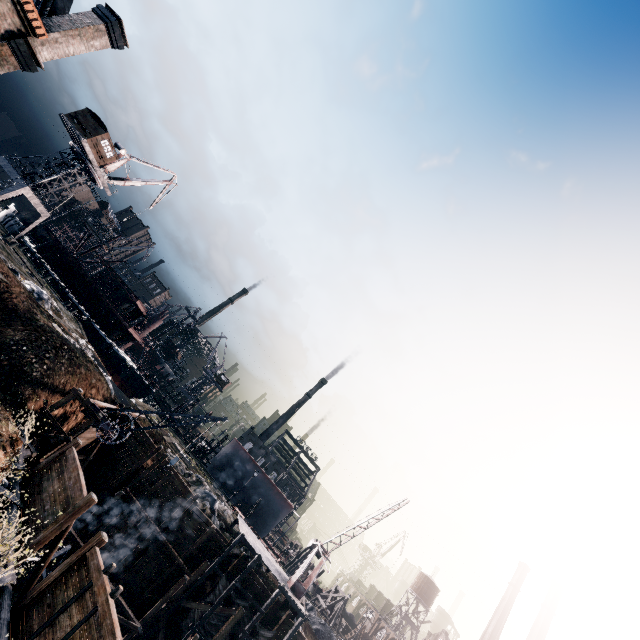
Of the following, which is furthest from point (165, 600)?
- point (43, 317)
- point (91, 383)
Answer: point (43, 317)

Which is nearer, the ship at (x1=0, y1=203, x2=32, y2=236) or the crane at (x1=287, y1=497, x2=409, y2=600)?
the crane at (x1=287, y1=497, x2=409, y2=600)

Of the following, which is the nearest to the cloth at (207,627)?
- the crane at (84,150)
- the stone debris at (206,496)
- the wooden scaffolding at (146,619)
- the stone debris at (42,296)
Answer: the wooden scaffolding at (146,619)

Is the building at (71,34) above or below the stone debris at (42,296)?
above

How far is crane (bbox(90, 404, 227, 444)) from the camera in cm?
2116

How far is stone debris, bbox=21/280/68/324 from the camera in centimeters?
2800cm

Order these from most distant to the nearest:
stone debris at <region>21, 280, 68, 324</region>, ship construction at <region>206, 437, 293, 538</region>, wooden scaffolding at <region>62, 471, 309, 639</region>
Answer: ship construction at <region>206, 437, 293, 538</region> → stone debris at <region>21, 280, 68, 324</region> → wooden scaffolding at <region>62, 471, 309, 639</region>

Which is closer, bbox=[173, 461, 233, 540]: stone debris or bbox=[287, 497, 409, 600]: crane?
bbox=[287, 497, 409, 600]: crane
